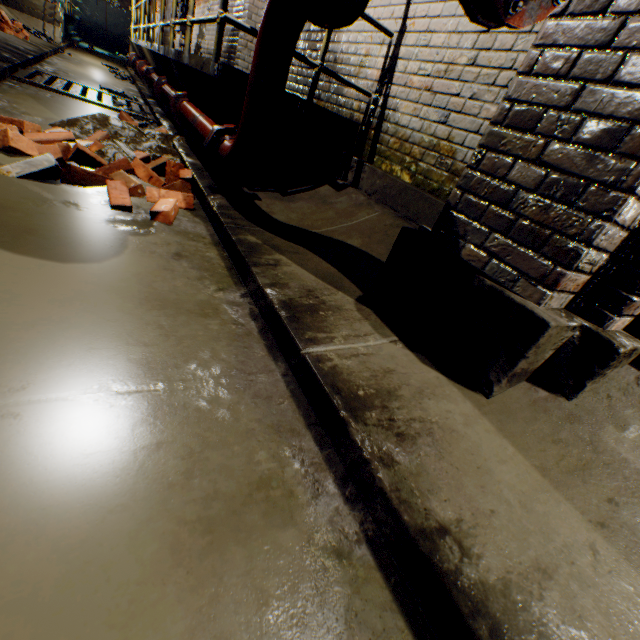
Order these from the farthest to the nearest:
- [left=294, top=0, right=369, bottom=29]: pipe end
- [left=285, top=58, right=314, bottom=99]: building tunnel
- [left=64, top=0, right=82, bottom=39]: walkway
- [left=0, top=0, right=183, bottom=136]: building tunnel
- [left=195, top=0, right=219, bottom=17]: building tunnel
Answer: [left=64, top=0, right=82, bottom=39]: walkway → [left=195, top=0, right=219, bottom=17]: building tunnel → [left=285, top=58, right=314, bottom=99]: building tunnel → [left=0, top=0, right=183, bottom=136]: building tunnel → [left=294, top=0, right=369, bottom=29]: pipe end

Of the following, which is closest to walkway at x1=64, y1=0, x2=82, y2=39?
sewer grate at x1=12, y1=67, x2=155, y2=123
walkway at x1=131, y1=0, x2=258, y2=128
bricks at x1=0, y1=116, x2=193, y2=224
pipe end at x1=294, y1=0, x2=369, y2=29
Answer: walkway at x1=131, y1=0, x2=258, y2=128

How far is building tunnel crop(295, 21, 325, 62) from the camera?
3.8 meters

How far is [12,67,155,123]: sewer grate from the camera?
4.2 meters

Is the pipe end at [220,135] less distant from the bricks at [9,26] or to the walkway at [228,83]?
the walkway at [228,83]

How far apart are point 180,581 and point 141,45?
10.9m

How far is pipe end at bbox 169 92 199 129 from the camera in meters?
3.8 m

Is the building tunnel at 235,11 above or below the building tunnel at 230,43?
above
